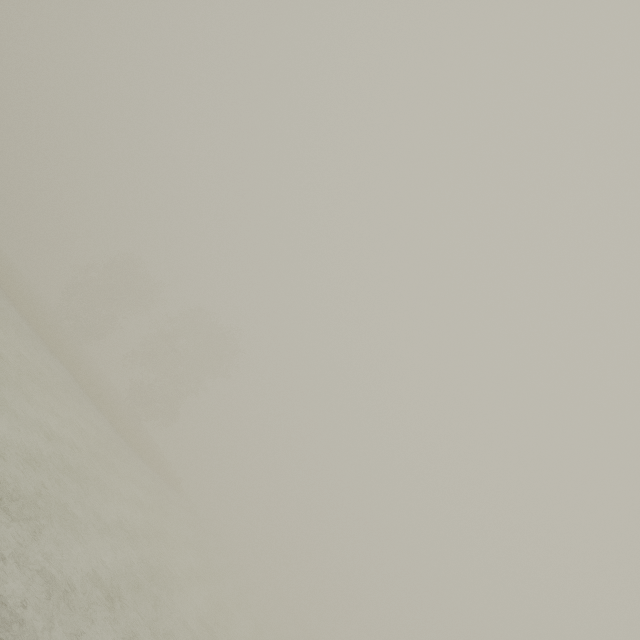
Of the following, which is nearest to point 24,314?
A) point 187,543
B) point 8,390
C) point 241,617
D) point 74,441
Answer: point 74,441
